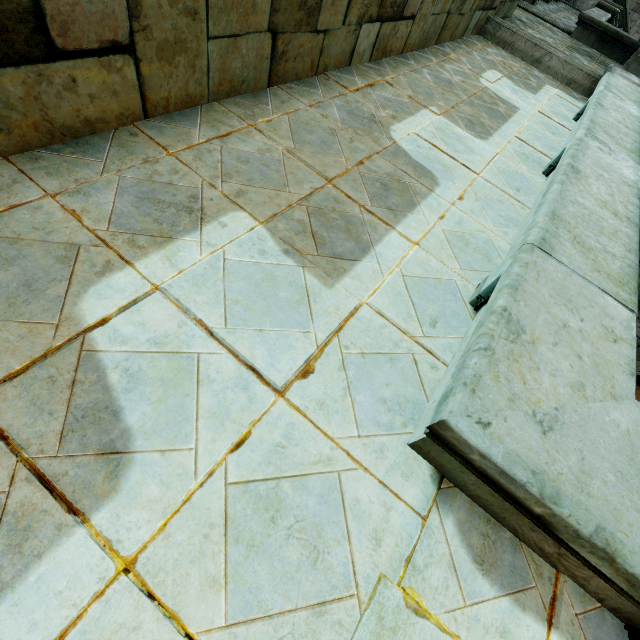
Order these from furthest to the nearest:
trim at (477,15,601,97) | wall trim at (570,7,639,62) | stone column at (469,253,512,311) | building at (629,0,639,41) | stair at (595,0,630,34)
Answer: building at (629,0,639,41) → stair at (595,0,630,34) → wall trim at (570,7,639,62) → trim at (477,15,601,97) → stone column at (469,253,512,311)

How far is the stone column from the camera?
2.4m

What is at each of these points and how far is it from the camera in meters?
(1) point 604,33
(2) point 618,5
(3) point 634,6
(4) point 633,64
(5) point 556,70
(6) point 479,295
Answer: (1) wall trim, 10.2
(2) stair, 15.0
(3) building, 20.1
(4) building, 8.2
(5) trim, 7.7
(6) stone column, 2.5

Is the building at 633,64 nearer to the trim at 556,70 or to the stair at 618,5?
the trim at 556,70

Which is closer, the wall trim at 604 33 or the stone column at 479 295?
the stone column at 479 295

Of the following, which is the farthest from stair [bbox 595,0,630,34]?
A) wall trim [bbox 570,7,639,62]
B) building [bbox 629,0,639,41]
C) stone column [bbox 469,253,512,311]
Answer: stone column [bbox 469,253,512,311]

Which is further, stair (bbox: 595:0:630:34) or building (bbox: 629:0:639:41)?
building (bbox: 629:0:639:41)

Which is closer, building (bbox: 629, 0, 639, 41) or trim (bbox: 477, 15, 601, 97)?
trim (bbox: 477, 15, 601, 97)
